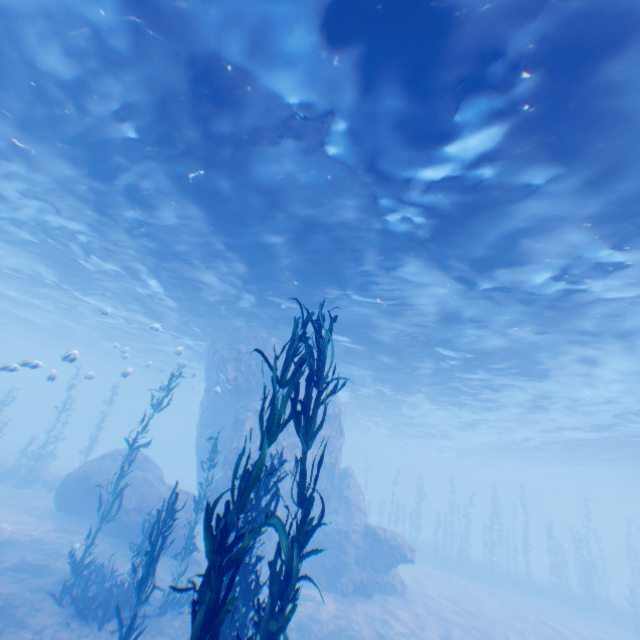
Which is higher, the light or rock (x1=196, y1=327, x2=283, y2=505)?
the light

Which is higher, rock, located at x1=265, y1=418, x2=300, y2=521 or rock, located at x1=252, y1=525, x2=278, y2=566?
rock, located at x1=265, y1=418, x2=300, y2=521

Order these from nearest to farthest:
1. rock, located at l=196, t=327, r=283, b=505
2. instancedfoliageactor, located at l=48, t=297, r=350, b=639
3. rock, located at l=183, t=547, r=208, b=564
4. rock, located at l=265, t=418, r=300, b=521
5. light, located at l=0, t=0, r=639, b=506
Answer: instancedfoliageactor, located at l=48, t=297, r=350, b=639, light, located at l=0, t=0, r=639, b=506, rock, located at l=183, t=547, r=208, b=564, rock, located at l=196, t=327, r=283, b=505, rock, located at l=265, t=418, r=300, b=521

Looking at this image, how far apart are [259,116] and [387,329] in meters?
12.1

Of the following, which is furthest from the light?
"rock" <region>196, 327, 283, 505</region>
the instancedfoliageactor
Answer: the instancedfoliageactor

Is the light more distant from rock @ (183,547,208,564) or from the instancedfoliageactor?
the instancedfoliageactor

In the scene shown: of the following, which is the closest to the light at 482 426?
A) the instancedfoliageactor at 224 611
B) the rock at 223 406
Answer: the rock at 223 406
